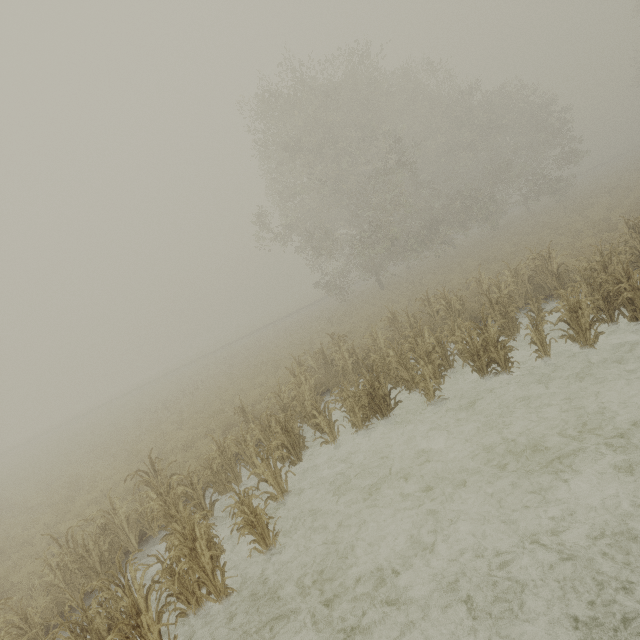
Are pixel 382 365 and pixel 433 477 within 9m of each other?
yes
